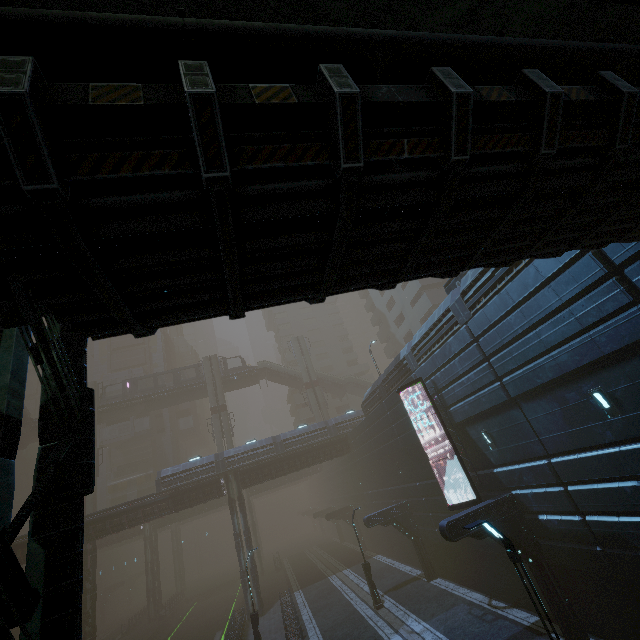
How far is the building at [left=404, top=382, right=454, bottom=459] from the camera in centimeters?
1828cm

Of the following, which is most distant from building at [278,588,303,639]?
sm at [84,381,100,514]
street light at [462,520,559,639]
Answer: sm at [84,381,100,514]

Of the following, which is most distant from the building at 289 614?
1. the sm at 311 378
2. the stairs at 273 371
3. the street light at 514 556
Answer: the stairs at 273 371

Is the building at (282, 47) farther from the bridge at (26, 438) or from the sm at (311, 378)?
the bridge at (26, 438)

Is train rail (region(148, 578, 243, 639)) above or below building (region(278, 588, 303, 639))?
below

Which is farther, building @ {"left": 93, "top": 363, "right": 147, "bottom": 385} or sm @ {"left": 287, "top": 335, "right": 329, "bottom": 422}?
building @ {"left": 93, "top": 363, "right": 147, "bottom": 385}

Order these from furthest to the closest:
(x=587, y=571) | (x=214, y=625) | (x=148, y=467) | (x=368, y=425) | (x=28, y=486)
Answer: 1. (x=28, y=486)
2. (x=148, y=467)
3. (x=214, y=625)
4. (x=368, y=425)
5. (x=587, y=571)

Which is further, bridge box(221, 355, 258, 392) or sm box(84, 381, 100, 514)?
bridge box(221, 355, 258, 392)
